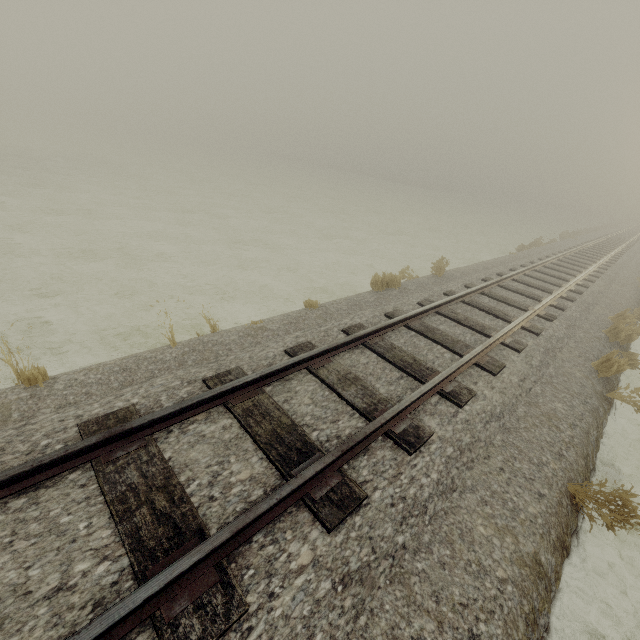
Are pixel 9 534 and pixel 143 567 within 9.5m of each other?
yes
